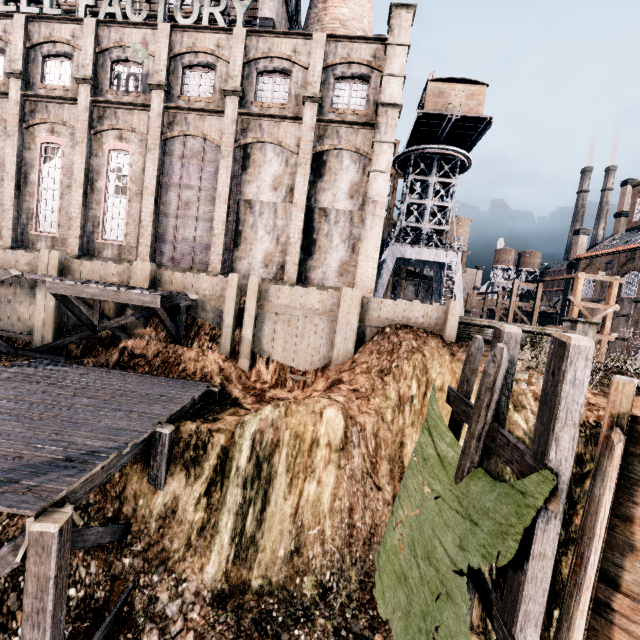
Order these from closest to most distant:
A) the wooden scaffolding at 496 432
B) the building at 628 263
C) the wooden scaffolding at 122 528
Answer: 1. the wooden scaffolding at 496 432
2. the wooden scaffolding at 122 528
3. the building at 628 263

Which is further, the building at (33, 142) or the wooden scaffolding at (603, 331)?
the wooden scaffolding at (603, 331)

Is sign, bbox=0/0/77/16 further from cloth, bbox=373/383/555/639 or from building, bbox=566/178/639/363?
cloth, bbox=373/383/555/639

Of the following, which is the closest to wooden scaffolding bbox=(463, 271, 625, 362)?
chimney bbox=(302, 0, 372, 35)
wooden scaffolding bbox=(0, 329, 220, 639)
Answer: wooden scaffolding bbox=(0, 329, 220, 639)

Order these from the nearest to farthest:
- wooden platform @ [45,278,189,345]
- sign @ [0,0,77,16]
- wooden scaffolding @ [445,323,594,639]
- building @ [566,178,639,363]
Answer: wooden scaffolding @ [445,323,594,639] < wooden platform @ [45,278,189,345] < sign @ [0,0,77,16] < building @ [566,178,639,363]

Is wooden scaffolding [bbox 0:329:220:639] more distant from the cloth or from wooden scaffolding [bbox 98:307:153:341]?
the cloth

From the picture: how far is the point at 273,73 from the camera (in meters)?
18.62

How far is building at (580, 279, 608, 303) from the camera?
37.0 meters
